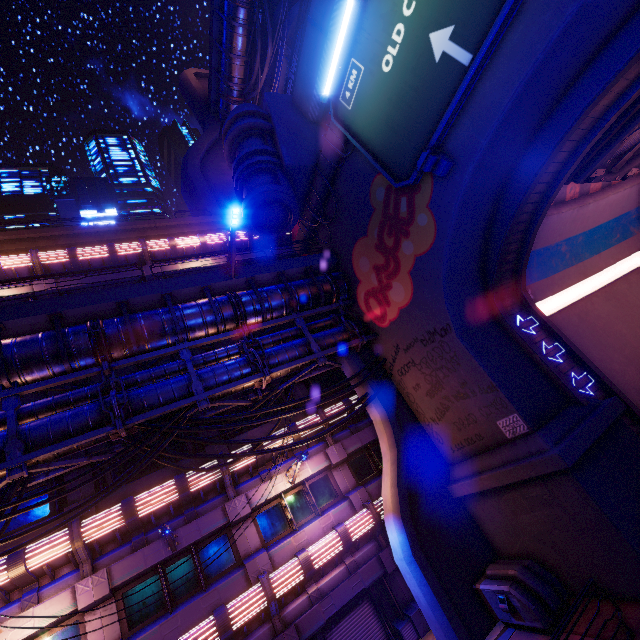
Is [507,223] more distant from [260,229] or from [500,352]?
[260,229]

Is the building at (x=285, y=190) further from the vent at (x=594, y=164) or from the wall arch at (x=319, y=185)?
the vent at (x=594, y=164)

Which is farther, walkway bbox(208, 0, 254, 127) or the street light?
walkway bbox(208, 0, 254, 127)

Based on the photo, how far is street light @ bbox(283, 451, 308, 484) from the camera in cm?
1219

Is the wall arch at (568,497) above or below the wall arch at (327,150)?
below

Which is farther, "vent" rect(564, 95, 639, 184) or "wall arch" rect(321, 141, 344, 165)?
"wall arch" rect(321, 141, 344, 165)

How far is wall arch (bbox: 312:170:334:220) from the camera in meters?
15.7 m

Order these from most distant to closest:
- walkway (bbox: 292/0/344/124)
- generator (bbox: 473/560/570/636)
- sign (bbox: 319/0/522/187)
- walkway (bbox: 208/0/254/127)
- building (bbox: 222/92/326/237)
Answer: walkway (bbox: 208/0/254/127) → walkway (bbox: 292/0/344/124) → building (bbox: 222/92/326/237) → generator (bbox: 473/560/570/636) → sign (bbox: 319/0/522/187)
